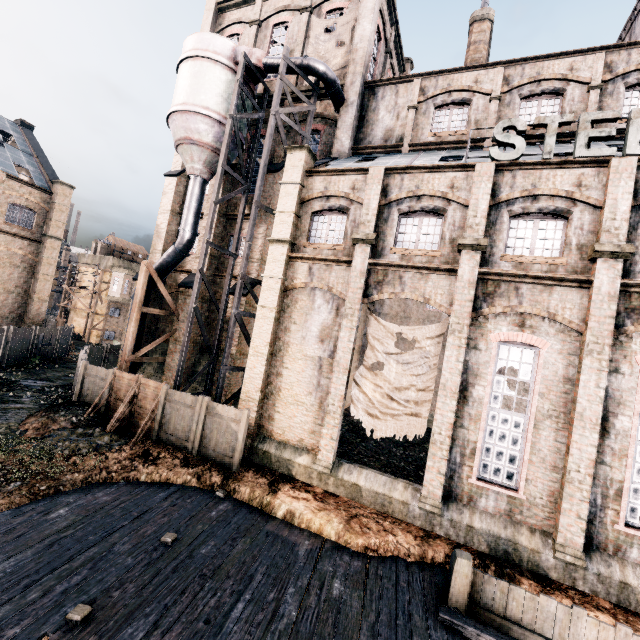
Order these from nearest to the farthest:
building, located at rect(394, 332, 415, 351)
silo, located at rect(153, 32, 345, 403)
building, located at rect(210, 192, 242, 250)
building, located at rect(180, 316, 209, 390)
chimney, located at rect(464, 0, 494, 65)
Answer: silo, located at rect(153, 32, 345, 403)
chimney, located at rect(464, 0, 494, 65)
building, located at rect(180, 316, 209, 390)
building, located at rect(210, 192, 242, 250)
building, located at rect(394, 332, 415, 351)

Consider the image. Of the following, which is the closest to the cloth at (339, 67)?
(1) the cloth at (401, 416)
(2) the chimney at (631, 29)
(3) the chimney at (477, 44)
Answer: (3) the chimney at (477, 44)

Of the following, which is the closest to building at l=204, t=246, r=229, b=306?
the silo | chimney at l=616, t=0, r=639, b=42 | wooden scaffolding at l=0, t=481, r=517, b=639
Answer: the silo

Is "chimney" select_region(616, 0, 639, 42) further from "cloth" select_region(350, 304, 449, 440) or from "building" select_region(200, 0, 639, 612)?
"cloth" select_region(350, 304, 449, 440)

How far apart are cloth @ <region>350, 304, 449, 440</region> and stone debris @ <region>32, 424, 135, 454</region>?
10.70m

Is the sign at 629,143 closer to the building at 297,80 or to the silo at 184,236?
the building at 297,80

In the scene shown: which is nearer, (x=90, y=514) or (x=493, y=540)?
(x=90, y=514)

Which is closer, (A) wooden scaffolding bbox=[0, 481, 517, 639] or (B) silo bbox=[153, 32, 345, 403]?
(A) wooden scaffolding bbox=[0, 481, 517, 639]
